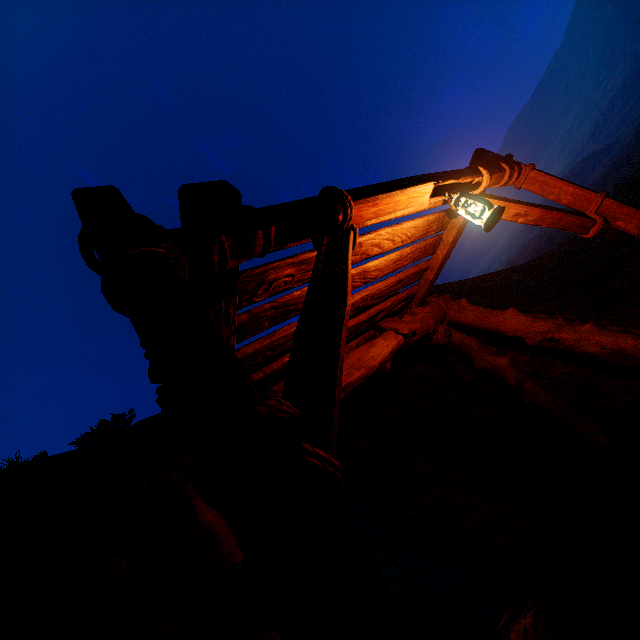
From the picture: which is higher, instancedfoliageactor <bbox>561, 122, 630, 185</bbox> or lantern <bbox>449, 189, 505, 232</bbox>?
instancedfoliageactor <bbox>561, 122, 630, 185</bbox>

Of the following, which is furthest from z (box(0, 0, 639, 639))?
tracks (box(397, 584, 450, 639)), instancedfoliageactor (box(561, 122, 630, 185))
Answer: instancedfoliageactor (box(561, 122, 630, 185))

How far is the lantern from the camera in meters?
2.7 m

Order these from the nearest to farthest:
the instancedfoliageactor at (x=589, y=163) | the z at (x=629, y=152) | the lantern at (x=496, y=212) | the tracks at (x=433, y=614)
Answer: the z at (x=629, y=152)
the lantern at (x=496, y=212)
the tracks at (x=433, y=614)
the instancedfoliageactor at (x=589, y=163)

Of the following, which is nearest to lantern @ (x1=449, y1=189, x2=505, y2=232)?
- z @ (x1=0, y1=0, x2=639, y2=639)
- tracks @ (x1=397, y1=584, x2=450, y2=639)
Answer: z @ (x1=0, y1=0, x2=639, y2=639)

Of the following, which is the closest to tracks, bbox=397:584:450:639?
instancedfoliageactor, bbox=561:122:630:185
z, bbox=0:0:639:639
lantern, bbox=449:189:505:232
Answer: z, bbox=0:0:639:639

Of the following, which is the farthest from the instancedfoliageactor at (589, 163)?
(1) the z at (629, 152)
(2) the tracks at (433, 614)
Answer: (2) the tracks at (433, 614)

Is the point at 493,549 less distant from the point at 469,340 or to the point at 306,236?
the point at 469,340
